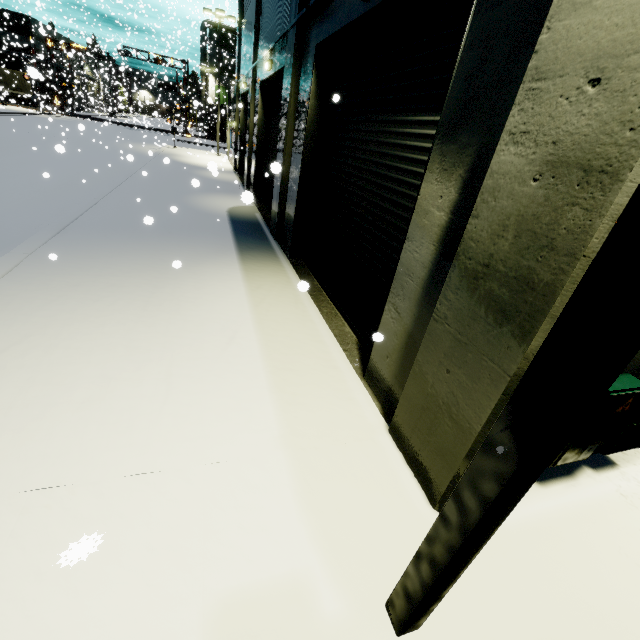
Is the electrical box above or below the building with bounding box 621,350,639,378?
below

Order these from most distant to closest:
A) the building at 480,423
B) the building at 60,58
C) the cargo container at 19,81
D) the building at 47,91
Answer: the cargo container at 19,81 → the building at 60,58 → the building at 47,91 → the building at 480,423

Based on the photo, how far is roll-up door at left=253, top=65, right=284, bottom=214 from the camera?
11.3 meters

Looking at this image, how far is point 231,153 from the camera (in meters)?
26.48

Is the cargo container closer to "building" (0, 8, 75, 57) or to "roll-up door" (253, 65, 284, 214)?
"building" (0, 8, 75, 57)

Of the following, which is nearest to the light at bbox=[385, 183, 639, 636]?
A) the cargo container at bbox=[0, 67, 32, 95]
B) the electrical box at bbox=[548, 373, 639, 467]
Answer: the electrical box at bbox=[548, 373, 639, 467]

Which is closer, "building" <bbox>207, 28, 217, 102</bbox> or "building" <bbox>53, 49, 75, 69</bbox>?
Answer: "building" <bbox>53, 49, 75, 69</bbox>

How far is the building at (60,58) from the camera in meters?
35.2
